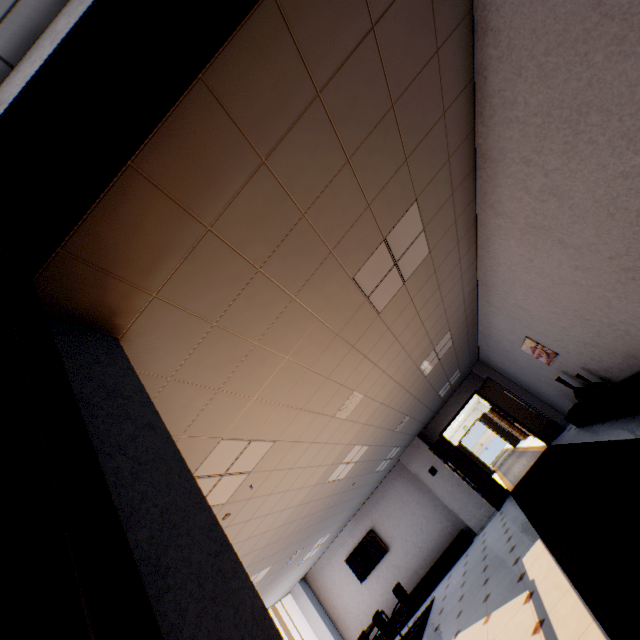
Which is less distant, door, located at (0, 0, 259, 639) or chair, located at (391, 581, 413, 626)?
door, located at (0, 0, 259, 639)

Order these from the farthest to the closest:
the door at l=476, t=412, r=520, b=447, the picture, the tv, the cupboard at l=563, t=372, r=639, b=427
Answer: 1. the door at l=476, t=412, r=520, b=447
2. the tv
3. the picture
4. the cupboard at l=563, t=372, r=639, b=427

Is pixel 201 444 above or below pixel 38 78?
above

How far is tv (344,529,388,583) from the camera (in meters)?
10.60

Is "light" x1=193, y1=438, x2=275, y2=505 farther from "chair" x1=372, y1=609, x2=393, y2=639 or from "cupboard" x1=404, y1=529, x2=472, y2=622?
"cupboard" x1=404, y1=529, x2=472, y2=622

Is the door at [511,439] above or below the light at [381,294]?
below

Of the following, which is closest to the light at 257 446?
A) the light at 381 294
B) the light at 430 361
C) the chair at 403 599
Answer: the light at 381 294

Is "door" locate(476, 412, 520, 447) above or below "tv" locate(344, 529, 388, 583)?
below
